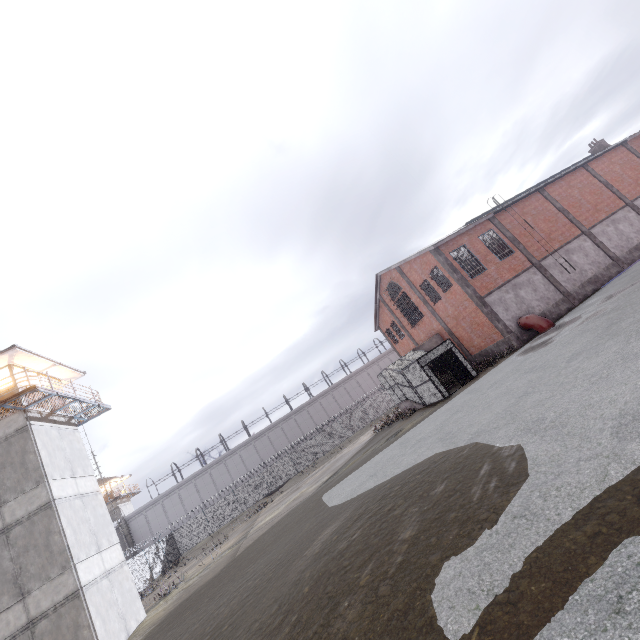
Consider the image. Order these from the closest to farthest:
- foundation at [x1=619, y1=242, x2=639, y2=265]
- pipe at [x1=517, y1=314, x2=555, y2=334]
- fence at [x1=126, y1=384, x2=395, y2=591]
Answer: pipe at [x1=517, y1=314, x2=555, y2=334] → foundation at [x1=619, y1=242, x2=639, y2=265] → fence at [x1=126, y1=384, x2=395, y2=591]

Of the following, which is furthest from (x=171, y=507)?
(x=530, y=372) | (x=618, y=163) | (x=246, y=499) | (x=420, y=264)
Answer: (x=618, y=163)

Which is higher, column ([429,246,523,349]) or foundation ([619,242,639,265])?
column ([429,246,523,349])

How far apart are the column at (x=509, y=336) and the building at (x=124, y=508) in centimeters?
5336cm

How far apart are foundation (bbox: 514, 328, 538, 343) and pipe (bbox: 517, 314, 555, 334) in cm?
5

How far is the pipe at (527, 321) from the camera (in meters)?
20.17

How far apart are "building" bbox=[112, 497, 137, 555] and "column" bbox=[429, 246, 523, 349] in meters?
53.4

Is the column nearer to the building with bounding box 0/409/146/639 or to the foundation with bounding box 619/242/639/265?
the foundation with bounding box 619/242/639/265
